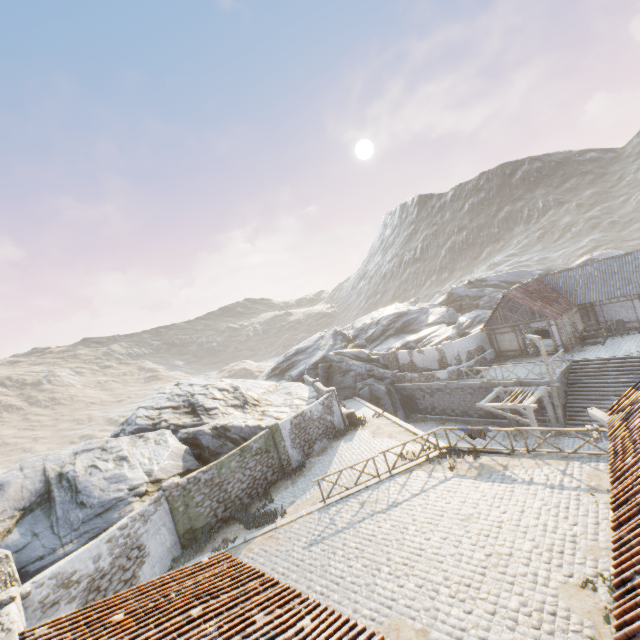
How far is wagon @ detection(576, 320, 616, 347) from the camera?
24.8m

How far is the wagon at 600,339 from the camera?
24.8m

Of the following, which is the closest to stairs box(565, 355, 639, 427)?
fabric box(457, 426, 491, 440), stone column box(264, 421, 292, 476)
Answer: fabric box(457, 426, 491, 440)

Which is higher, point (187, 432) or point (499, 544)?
point (187, 432)

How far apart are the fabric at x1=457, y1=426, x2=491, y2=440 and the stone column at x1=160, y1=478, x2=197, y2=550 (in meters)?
13.53

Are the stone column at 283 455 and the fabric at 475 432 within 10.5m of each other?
yes

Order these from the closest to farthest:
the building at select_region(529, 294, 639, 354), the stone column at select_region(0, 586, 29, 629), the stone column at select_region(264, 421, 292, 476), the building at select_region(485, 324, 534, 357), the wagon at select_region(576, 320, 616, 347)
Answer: the stone column at select_region(0, 586, 29, 629), the stone column at select_region(264, 421, 292, 476), the wagon at select_region(576, 320, 616, 347), the building at select_region(529, 294, 639, 354), the building at select_region(485, 324, 534, 357)

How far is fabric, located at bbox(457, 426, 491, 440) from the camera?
15.05m
